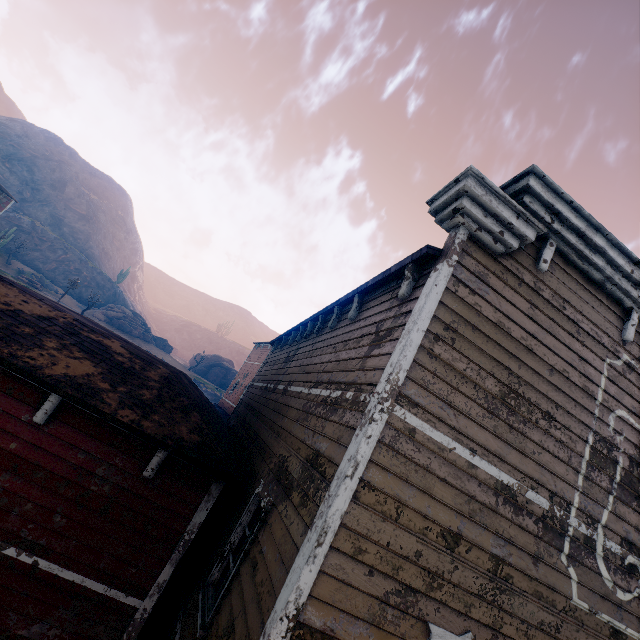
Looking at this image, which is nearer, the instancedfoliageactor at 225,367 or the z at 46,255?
the z at 46,255

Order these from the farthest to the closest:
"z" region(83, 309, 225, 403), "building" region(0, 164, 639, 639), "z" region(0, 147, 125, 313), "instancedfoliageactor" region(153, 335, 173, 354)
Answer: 1. "instancedfoliageactor" region(153, 335, 173, 354)
2. "z" region(83, 309, 225, 403)
3. "z" region(0, 147, 125, 313)
4. "building" region(0, 164, 639, 639)

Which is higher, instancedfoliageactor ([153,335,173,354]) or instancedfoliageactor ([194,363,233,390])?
instancedfoliageactor ([153,335,173,354])

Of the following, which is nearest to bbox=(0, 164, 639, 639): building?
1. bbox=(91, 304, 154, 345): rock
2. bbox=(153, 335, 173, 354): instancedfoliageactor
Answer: bbox=(91, 304, 154, 345): rock

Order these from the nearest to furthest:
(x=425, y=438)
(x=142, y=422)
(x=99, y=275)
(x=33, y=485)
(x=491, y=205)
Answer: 1. (x=425, y=438)
2. (x=491, y=205)
3. (x=33, y=485)
4. (x=142, y=422)
5. (x=99, y=275)

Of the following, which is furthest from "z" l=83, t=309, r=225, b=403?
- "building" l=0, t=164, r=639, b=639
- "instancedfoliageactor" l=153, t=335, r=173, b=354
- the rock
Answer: "instancedfoliageactor" l=153, t=335, r=173, b=354

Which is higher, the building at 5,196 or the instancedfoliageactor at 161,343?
the building at 5,196
